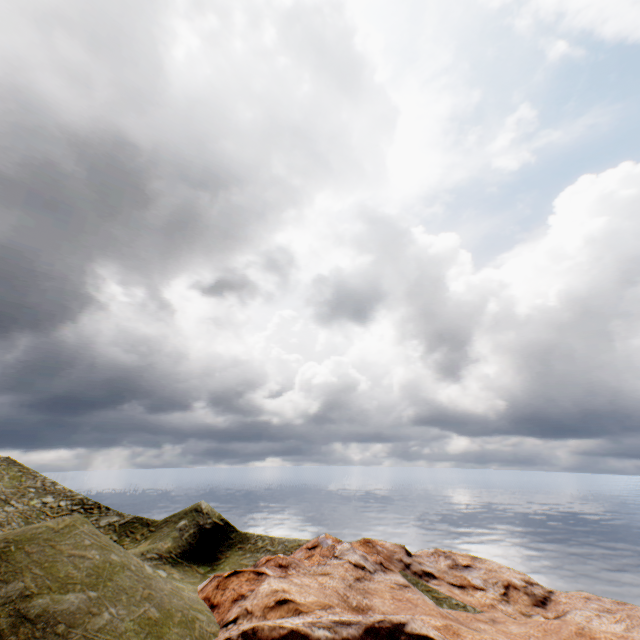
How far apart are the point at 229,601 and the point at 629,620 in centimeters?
3416cm
